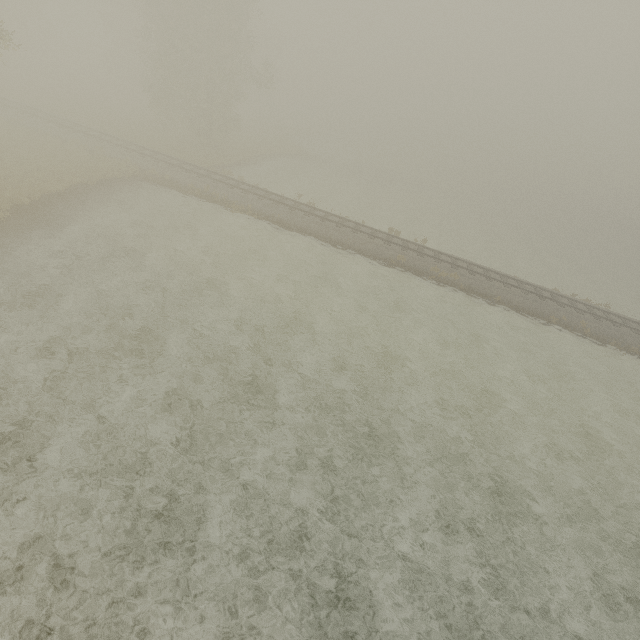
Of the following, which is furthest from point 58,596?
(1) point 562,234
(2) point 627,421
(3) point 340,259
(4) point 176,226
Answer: (1) point 562,234
